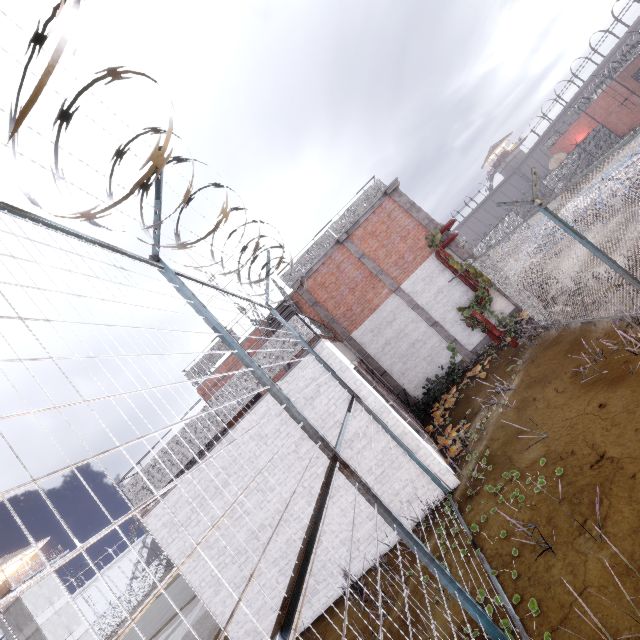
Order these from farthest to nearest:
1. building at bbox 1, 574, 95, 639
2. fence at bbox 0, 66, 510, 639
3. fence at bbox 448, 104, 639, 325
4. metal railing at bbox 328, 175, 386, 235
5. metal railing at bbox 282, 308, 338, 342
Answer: building at bbox 1, 574, 95, 639 → metal railing at bbox 328, 175, 386, 235 → metal railing at bbox 282, 308, 338, 342 → fence at bbox 448, 104, 639, 325 → fence at bbox 0, 66, 510, 639

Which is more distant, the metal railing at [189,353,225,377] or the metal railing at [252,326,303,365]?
the metal railing at [189,353,225,377]

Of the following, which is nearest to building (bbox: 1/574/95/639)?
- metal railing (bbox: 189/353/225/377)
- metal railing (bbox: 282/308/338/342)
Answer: metal railing (bbox: 189/353/225/377)

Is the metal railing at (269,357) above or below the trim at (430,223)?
below

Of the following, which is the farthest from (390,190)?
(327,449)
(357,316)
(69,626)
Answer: (69,626)

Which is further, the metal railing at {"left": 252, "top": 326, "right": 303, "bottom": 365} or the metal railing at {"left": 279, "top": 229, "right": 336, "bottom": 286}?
the metal railing at {"left": 279, "top": 229, "right": 336, "bottom": 286}

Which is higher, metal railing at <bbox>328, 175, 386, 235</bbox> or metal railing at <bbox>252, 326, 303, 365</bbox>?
metal railing at <bbox>328, 175, 386, 235</bbox>

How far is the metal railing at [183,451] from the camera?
7.53m
